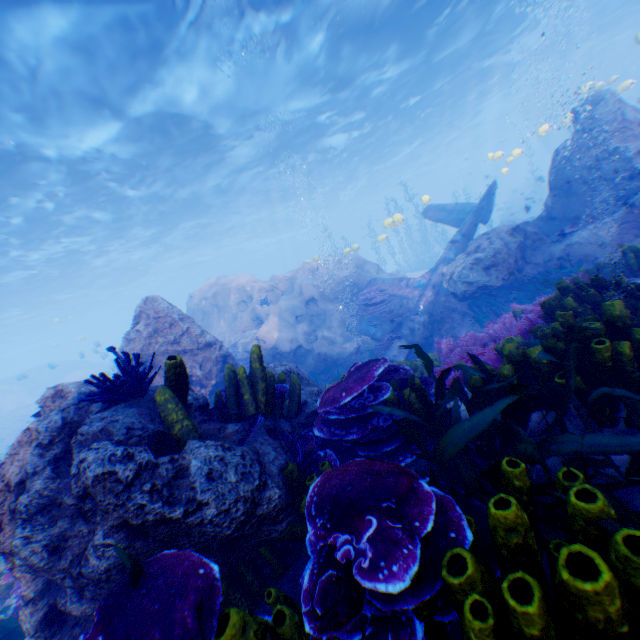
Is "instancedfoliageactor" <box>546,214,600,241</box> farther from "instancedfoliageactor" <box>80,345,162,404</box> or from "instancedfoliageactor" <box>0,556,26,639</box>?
"instancedfoliageactor" <box>80,345,162,404</box>

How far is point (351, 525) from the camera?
1.6 meters

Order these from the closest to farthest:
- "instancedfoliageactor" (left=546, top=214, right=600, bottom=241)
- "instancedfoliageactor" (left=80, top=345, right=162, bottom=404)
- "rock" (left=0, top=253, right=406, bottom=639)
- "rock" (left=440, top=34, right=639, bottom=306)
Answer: "rock" (left=0, top=253, right=406, bottom=639) < "instancedfoliageactor" (left=80, top=345, right=162, bottom=404) < "rock" (left=440, top=34, right=639, bottom=306) < "instancedfoliageactor" (left=546, top=214, right=600, bottom=241)

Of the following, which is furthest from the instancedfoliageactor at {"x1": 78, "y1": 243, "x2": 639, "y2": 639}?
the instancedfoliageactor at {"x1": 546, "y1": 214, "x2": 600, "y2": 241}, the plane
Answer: the instancedfoliageactor at {"x1": 546, "y1": 214, "x2": 600, "y2": 241}

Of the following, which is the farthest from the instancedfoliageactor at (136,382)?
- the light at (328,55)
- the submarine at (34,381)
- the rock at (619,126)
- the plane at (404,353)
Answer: the submarine at (34,381)

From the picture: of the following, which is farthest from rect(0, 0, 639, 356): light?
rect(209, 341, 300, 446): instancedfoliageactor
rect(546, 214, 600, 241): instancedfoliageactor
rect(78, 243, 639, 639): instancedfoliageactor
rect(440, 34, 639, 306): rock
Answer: rect(209, 341, 300, 446): instancedfoliageactor

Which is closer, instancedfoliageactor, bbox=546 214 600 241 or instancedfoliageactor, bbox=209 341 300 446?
instancedfoliageactor, bbox=209 341 300 446

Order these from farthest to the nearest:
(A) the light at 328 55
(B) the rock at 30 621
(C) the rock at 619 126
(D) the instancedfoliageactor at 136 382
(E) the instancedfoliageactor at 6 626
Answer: (A) the light at 328 55
(C) the rock at 619 126
(E) the instancedfoliageactor at 6 626
(D) the instancedfoliageactor at 136 382
(B) the rock at 30 621
